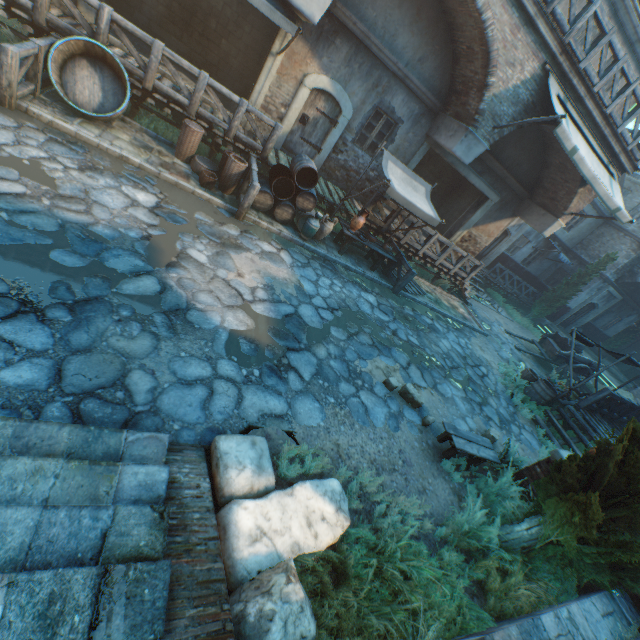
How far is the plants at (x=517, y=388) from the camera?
9.77m

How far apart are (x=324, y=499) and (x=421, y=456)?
2.7 meters

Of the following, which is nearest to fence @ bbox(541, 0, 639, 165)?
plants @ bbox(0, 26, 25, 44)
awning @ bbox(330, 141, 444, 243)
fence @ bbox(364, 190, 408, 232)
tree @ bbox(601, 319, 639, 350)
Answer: awning @ bbox(330, 141, 444, 243)

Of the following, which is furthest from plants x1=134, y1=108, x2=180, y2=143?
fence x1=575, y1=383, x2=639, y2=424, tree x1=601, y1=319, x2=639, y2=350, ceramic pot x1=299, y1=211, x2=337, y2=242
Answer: tree x1=601, y1=319, x2=639, y2=350

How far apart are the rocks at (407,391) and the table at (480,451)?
0.6 meters

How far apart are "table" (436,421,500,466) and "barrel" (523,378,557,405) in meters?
5.1

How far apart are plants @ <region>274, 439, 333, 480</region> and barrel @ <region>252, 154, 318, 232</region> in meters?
7.1

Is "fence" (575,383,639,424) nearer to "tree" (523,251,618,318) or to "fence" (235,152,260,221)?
"tree" (523,251,618,318)
